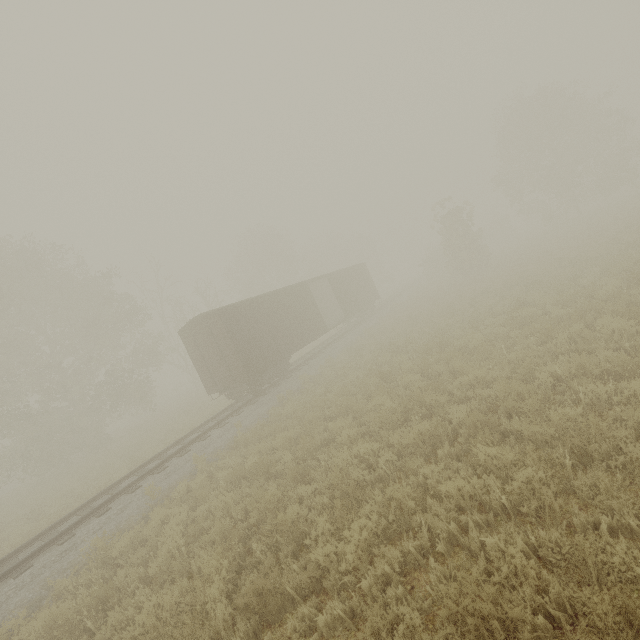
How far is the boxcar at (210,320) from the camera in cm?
1521

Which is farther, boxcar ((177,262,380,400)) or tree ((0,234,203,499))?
tree ((0,234,203,499))

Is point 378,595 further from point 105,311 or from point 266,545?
point 105,311

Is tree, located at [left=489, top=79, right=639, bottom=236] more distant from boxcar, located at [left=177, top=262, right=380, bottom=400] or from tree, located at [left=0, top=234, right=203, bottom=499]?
boxcar, located at [left=177, top=262, right=380, bottom=400]

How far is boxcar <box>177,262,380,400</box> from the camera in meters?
15.2 m

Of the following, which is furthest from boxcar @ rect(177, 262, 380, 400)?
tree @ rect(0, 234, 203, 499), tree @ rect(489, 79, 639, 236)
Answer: tree @ rect(489, 79, 639, 236)

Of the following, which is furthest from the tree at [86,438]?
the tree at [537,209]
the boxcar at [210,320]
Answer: the tree at [537,209]
